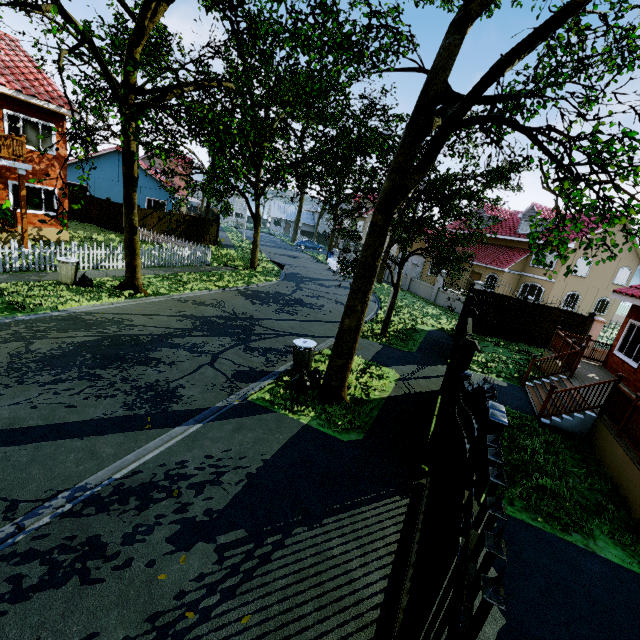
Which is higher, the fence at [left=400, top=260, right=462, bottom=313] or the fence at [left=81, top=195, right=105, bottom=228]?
the fence at [left=81, top=195, right=105, bottom=228]

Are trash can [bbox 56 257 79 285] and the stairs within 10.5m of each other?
no

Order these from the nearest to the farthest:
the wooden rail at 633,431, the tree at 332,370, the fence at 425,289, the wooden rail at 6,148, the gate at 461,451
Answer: the gate at 461,451, the tree at 332,370, the wooden rail at 633,431, the wooden rail at 6,148, the fence at 425,289

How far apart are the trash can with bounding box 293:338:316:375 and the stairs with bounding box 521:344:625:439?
6.3m

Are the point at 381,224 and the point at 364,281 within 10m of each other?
yes

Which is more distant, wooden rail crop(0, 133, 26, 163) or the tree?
wooden rail crop(0, 133, 26, 163)

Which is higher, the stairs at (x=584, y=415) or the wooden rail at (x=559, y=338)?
the wooden rail at (x=559, y=338)

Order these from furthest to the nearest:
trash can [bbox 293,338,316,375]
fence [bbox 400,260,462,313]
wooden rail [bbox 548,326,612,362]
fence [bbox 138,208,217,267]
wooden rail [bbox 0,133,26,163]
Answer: fence [bbox 400,260,462,313]
fence [bbox 138,208,217,267]
wooden rail [bbox 0,133,26,163]
wooden rail [bbox 548,326,612,362]
trash can [bbox 293,338,316,375]
